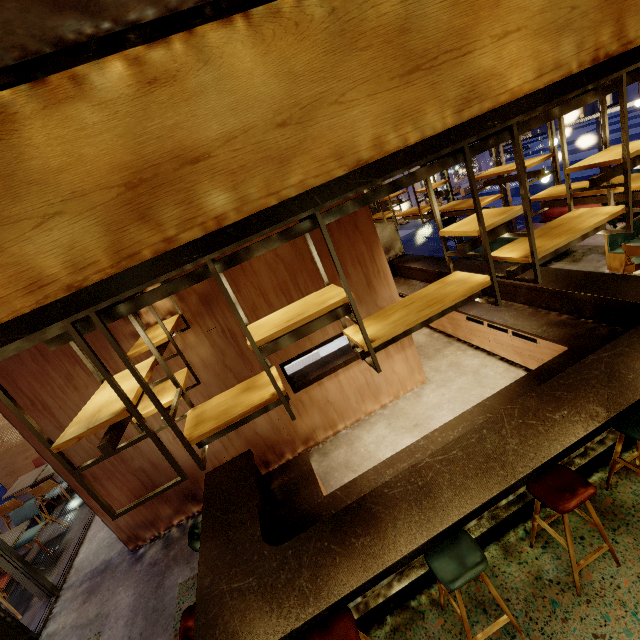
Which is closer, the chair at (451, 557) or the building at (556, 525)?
the chair at (451, 557)

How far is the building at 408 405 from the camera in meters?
4.8

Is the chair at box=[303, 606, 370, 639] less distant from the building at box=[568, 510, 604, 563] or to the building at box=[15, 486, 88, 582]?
the building at box=[568, 510, 604, 563]

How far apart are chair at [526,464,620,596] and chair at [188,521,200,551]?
2.9m

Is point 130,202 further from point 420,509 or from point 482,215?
point 420,509

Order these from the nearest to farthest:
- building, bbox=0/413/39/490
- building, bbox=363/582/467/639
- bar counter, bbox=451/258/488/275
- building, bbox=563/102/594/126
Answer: building, bbox=363/582/467/639 < bar counter, bbox=451/258/488/275 < building, bbox=0/413/39/490 < building, bbox=563/102/594/126

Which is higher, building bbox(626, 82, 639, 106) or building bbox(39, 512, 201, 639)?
building bbox(626, 82, 639, 106)

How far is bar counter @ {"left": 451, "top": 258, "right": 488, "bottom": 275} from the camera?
6.14m
